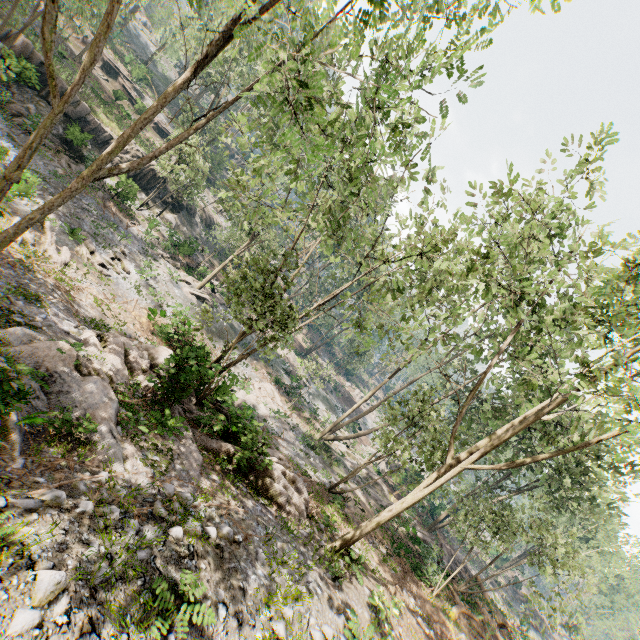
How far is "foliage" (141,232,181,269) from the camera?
28.9 meters

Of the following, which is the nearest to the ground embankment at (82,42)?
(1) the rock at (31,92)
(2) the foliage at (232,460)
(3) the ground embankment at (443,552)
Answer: (2) the foliage at (232,460)

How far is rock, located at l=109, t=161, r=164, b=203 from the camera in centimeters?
2818cm

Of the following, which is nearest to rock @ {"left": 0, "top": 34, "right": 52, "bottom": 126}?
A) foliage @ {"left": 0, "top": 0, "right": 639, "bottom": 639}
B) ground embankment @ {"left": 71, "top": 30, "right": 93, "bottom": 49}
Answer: foliage @ {"left": 0, "top": 0, "right": 639, "bottom": 639}

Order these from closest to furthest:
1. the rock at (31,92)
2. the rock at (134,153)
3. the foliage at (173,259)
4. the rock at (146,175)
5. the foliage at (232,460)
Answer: the foliage at (232,460) < the rock at (31,92) < the rock at (146,175) < the foliage at (173,259) < the rock at (134,153)

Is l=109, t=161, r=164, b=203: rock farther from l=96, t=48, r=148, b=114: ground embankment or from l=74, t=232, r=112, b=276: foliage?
l=96, t=48, r=148, b=114: ground embankment

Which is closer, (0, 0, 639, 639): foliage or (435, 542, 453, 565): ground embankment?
(0, 0, 639, 639): foliage

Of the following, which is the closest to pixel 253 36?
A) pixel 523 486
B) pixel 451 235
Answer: pixel 451 235
